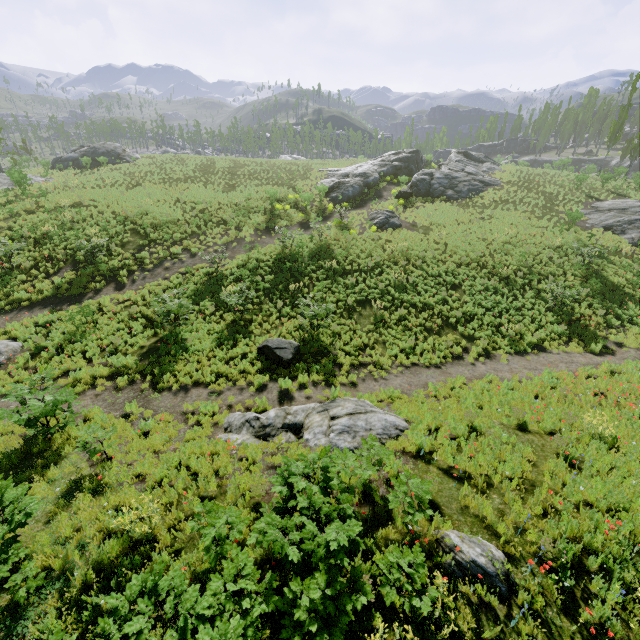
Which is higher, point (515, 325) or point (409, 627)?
point (409, 627)

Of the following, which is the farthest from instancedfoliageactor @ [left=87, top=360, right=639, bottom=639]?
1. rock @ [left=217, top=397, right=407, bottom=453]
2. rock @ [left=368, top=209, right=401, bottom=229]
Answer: rock @ [left=368, top=209, right=401, bottom=229]

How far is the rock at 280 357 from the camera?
12.94m

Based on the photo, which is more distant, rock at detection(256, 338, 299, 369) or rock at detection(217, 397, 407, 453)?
rock at detection(256, 338, 299, 369)

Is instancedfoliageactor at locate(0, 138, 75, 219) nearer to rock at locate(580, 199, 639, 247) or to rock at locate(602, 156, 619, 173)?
rock at locate(602, 156, 619, 173)

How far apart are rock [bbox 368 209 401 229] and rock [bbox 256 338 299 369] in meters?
15.4 m

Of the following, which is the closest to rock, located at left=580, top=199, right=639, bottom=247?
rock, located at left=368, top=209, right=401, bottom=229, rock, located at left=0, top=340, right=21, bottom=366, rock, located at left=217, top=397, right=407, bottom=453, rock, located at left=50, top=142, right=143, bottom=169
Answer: rock, located at left=368, top=209, right=401, bottom=229

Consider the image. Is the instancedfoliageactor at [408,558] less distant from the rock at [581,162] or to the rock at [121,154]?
the rock at [581,162]
